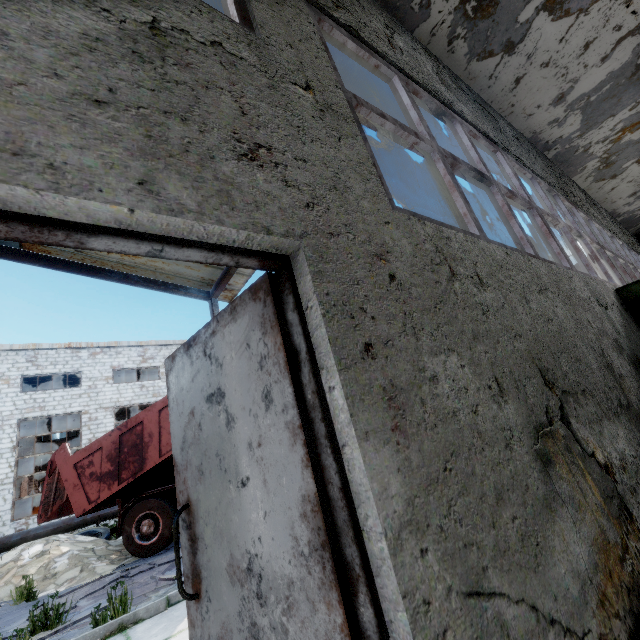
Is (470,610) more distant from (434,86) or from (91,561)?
(91,561)

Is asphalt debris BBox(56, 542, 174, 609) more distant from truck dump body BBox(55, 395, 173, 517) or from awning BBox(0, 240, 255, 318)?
awning BBox(0, 240, 255, 318)

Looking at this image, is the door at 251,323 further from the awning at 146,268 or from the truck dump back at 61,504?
the truck dump back at 61,504

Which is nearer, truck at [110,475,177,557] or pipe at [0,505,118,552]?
truck at [110,475,177,557]

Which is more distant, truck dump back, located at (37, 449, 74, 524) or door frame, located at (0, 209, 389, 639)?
truck dump back, located at (37, 449, 74, 524)

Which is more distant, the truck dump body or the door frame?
the truck dump body

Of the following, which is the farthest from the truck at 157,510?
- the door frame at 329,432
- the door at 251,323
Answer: the door frame at 329,432

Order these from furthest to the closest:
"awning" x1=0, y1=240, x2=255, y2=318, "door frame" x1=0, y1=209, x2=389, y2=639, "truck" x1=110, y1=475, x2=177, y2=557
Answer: "truck" x1=110, y1=475, x2=177, y2=557 → "awning" x1=0, y1=240, x2=255, y2=318 → "door frame" x1=0, y1=209, x2=389, y2=639
